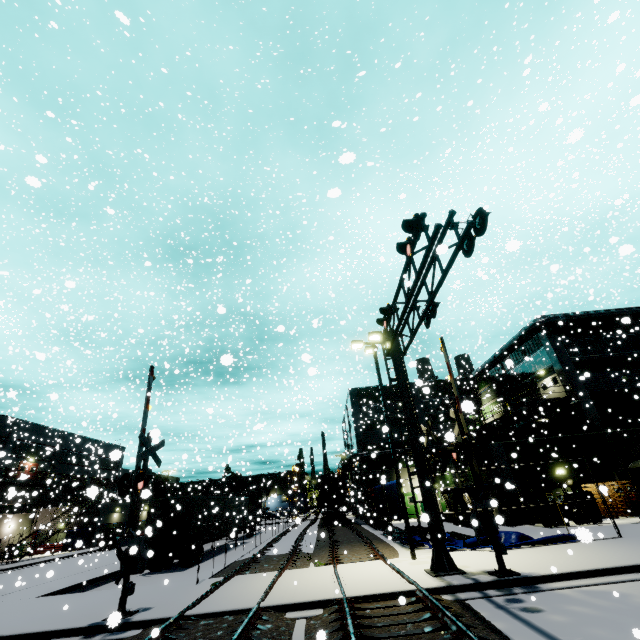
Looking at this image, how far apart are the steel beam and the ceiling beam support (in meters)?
0.47

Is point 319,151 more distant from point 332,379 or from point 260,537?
point 260,537

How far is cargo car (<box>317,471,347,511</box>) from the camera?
35.6 meters

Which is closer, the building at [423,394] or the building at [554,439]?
the building at [554,439]

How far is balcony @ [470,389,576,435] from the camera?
25.1 meters

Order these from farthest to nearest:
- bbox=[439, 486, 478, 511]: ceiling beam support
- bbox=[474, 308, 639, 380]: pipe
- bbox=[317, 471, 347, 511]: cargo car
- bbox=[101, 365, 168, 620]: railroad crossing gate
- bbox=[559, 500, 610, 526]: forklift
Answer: bbox=[317, 471, 347, 511]: cargo car < bbox=[474, 308, 639, 380]: pipe < bbox=[439, 486, 478, 511]: ceiling beam support < bbox=[559, 500, 610, 526]: forklift < bbox=[101, 365, 168, 620]: railroad crossing gate

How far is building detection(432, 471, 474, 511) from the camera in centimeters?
2733cm

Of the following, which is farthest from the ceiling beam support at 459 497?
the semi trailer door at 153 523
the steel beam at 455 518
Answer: the semi trailer door at 153 523
